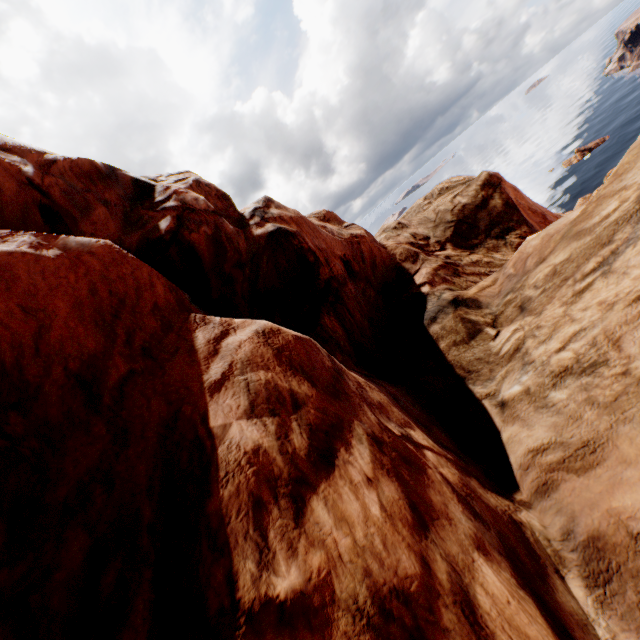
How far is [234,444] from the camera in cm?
340
